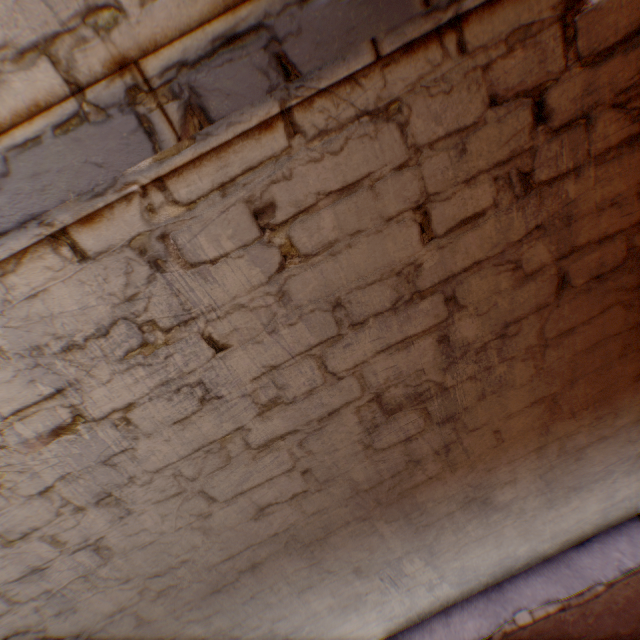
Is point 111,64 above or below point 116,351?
above
